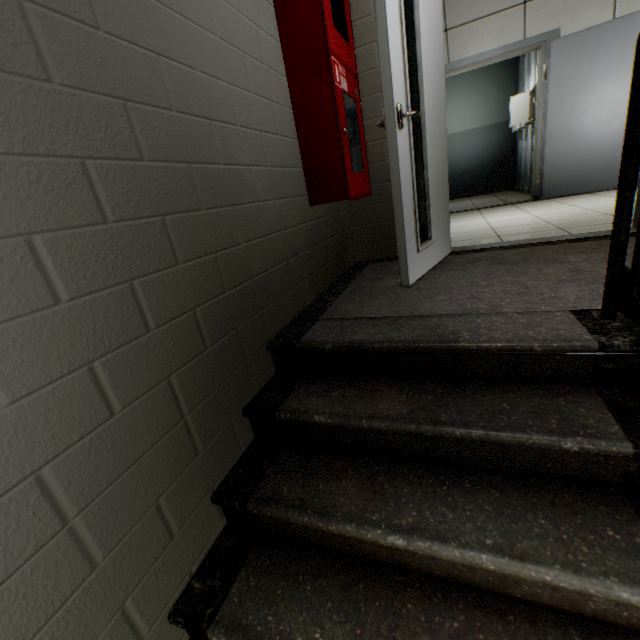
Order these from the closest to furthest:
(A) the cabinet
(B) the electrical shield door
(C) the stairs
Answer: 1. (C) the stairs
2. (A) the cabinet
3. (B) the electrical shield door

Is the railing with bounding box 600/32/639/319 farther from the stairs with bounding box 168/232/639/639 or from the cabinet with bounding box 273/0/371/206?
the cabinet with bounding box 273/0/371/206

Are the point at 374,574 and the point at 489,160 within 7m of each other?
no

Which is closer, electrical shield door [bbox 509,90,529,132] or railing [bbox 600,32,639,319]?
railing [bbox 600,32,639,319]

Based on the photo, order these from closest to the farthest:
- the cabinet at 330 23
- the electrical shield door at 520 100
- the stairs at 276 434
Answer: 1. the stairs at 276 434
2. the cabinet at 330 23
3. the electrical shield door at 520 100

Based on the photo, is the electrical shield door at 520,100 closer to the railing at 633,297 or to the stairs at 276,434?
the stairs at 276,434

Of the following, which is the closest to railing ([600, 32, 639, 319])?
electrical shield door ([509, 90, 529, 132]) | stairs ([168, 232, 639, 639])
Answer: stairs ([168, 232, 639, 639])

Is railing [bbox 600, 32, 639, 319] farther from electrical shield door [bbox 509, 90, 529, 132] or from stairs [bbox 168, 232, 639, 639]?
electrical shield door [bbox 509, 90, 529, 132]
